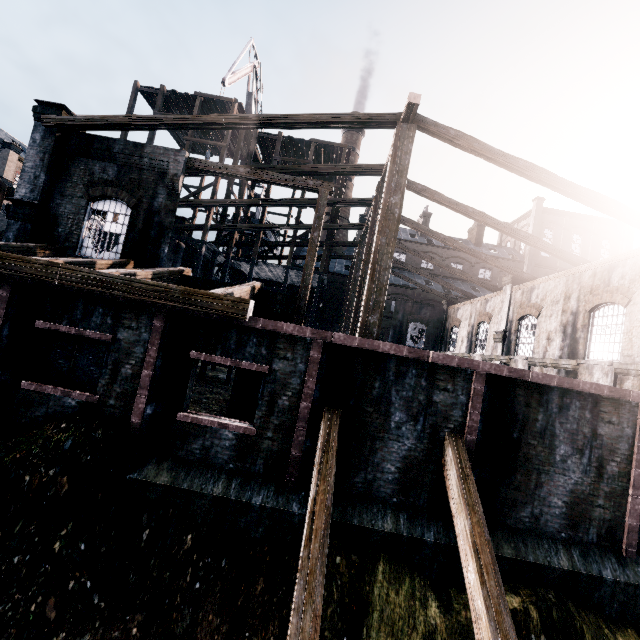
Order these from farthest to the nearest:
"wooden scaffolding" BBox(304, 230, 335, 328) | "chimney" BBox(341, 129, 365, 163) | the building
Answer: "chimney" BBox(341, 129, 365, 163), "wooden scaffolding" BBox(304, 230, 335, 328), the building

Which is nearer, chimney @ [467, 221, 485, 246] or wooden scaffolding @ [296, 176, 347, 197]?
wooden scaffolding @ [296, 176, 347, 197]

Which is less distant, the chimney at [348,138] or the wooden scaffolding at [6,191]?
the wooden scaffolding at [6,191]

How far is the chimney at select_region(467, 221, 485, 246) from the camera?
53.0m

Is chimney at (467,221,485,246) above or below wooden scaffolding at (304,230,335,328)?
above

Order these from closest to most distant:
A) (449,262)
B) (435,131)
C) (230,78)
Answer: (435,131) → (230,78) → (449,262)

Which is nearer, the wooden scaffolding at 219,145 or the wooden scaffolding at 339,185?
the wooden scaffolding at 219,145

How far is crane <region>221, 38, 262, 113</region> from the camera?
29.2 meters
